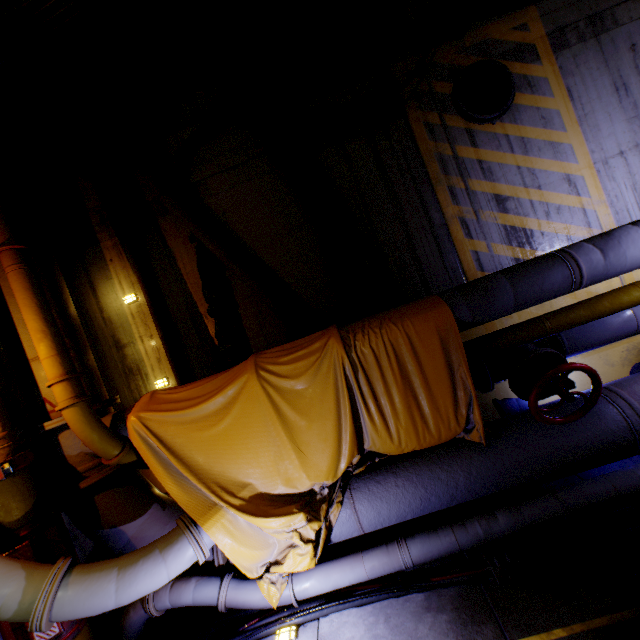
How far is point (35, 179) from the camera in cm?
495

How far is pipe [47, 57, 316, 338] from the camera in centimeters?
423cm

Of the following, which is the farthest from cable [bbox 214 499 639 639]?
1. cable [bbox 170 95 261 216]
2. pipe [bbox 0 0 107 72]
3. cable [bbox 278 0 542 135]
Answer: cable [bbox 278 0 542 135]

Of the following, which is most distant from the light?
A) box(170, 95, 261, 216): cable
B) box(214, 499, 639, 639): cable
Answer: box(170, 95, 261, 216): cable

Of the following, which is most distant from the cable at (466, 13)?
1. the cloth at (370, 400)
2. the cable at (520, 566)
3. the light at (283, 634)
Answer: the light at (283, 634)

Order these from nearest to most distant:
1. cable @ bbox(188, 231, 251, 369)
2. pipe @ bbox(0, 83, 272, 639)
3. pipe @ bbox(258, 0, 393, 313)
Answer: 1. pipe @ bbox(0, 83, 272, 639)
2. pipe @ bbox(258, 0, 393, 313)
3. cable @ bbox(188, 231, 251, 369)

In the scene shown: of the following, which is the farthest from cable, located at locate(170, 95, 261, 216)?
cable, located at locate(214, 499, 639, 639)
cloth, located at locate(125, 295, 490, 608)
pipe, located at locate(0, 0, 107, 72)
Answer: cable, located at locate(214, 499, 639, 639)

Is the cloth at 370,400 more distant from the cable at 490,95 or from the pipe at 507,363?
the cable at 490,95
